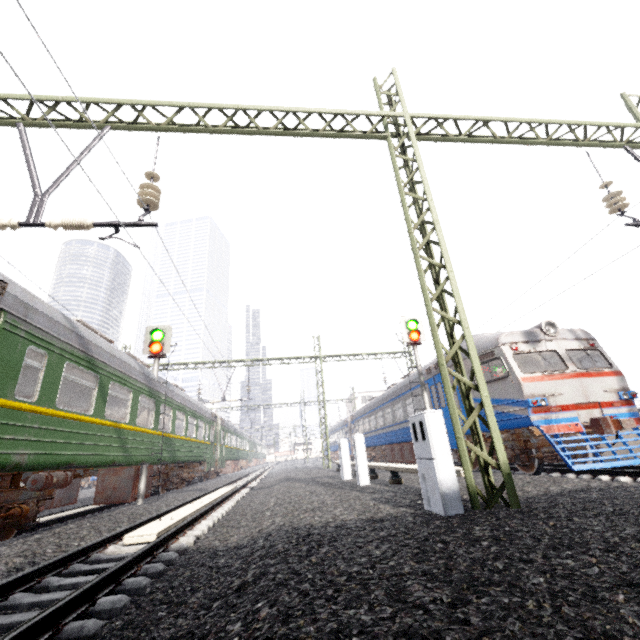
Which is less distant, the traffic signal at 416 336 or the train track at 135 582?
the train track at 135 582

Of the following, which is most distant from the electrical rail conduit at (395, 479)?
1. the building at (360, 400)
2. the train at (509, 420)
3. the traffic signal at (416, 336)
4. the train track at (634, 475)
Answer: the building at (360, 400)

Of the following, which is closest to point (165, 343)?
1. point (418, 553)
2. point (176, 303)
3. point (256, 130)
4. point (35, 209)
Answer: point (176, 303)

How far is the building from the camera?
56.10m

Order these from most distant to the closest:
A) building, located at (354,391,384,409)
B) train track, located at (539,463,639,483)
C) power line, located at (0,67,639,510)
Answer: building, located at (354,391,384,409) → train track, located at (539,463,639,483) → power line, located at (0,67,639,510)

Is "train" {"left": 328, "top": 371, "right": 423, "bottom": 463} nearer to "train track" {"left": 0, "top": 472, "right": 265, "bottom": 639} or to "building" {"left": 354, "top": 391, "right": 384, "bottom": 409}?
"building" {"left": 354, "top": 391, "right": 384, "bottom": 409}

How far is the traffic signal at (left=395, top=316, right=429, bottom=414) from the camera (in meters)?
12.24

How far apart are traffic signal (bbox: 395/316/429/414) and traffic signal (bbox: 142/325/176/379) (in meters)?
8.96
